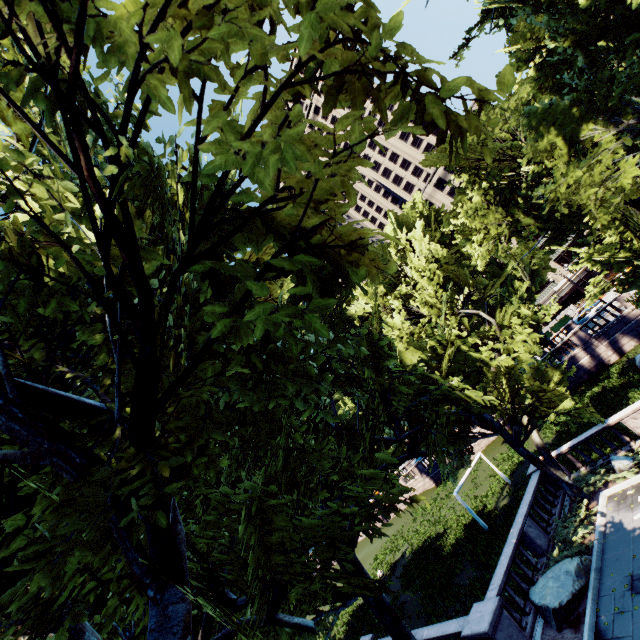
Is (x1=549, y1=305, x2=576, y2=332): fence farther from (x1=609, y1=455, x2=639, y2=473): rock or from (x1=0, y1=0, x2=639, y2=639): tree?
(x1=609, y1=455, x2=639, y2=473): rock

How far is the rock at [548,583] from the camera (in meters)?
11.19

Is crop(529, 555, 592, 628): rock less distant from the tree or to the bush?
the bush

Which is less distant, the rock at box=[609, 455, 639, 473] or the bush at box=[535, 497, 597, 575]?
the bush at box=[535, 497, 597, 575]

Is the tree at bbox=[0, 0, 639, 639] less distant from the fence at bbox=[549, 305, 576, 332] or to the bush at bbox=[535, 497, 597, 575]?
the bush at bbox=[535, 497, 597, 575]

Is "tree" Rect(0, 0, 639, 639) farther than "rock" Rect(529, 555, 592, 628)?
No

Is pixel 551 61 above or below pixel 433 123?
above

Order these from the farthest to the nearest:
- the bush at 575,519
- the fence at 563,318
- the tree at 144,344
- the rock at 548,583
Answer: the fence at 563,318 < the bush at 575,519 < the rock at 548,583 < the tree at 144,344
